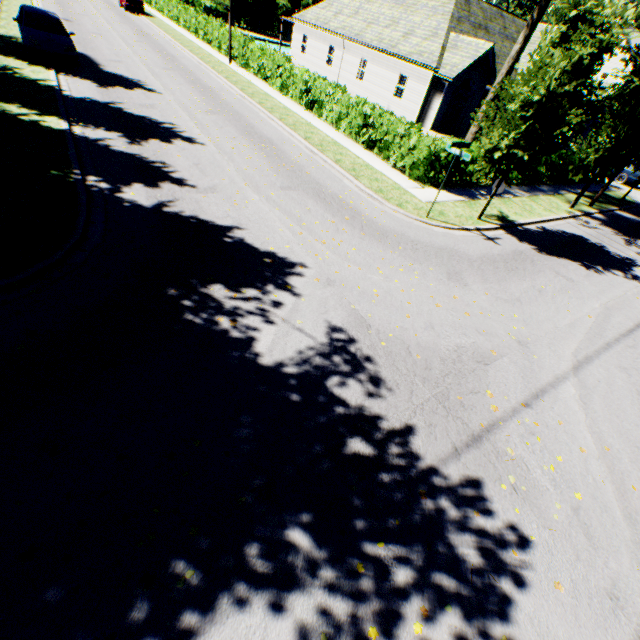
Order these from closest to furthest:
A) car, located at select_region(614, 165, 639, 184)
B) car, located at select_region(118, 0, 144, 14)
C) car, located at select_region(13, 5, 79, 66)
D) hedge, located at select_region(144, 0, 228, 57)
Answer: car, located at select_region(13, 5, 79, 66)
car, located at select_region(614, 165, 639, 184)
hedge, located at select_region(144, 0, 228, 57)
car, located at select_region(118, 0, 144, 14)

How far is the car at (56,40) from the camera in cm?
1411

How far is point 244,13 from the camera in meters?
48.0

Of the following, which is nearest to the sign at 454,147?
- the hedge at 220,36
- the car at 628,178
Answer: the car at 628,178

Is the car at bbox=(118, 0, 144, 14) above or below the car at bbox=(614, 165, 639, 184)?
above

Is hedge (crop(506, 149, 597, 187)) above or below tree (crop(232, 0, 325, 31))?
below

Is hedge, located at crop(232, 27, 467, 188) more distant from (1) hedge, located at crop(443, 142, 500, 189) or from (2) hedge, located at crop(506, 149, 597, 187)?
(2) hedge, located at crop(506, 149, 597, 187)
